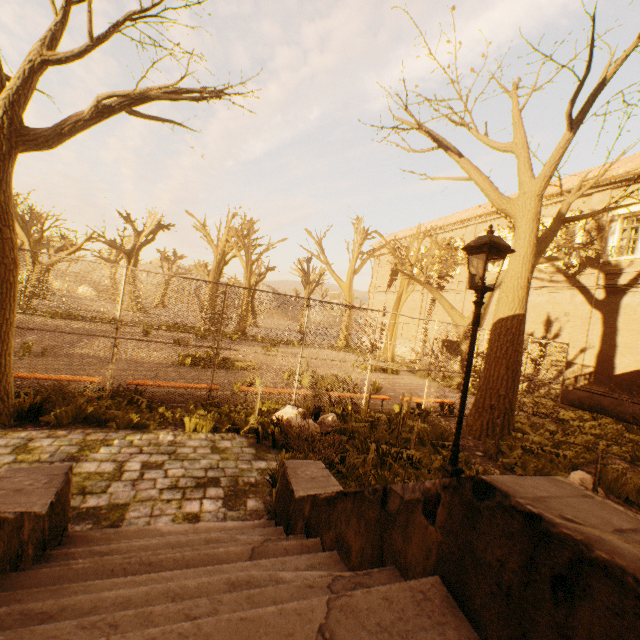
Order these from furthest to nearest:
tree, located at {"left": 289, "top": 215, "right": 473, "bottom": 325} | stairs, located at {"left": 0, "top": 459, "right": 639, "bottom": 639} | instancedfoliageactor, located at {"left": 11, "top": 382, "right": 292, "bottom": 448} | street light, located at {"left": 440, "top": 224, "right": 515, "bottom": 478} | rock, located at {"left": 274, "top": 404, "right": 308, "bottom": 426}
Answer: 1. tree, located at {"left": 289, "top": 215, "right": 473, "bottom": 325}
2. rock, located at {"left": 274, "top": 404, "right": 308, "bottom": 426}
3. instancedfoliageactor, located at {"left": 11, "top": 382, "right": 292, "bottom": 448}
4. street light, located at {"left": 440, "top": 224, "right": 515, "bottom": 478}
5. stairs, located at {"left": 0, "top": 459, "right": 639, "bottom": 639}

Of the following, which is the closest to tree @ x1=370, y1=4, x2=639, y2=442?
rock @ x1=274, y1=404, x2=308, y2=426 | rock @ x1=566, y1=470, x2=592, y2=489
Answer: rock @ x1=566, y1=470, x2=592, y2=489

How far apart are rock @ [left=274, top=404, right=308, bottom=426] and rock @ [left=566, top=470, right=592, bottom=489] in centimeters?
434cm

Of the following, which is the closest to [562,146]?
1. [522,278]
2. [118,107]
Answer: [522,278]

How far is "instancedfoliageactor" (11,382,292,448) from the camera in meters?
5.6

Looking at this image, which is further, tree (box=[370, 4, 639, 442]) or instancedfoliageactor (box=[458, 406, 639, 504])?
tree (box=[370, 4, 639, 442])

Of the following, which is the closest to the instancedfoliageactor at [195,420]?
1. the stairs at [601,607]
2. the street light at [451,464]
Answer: the stairs at [601,607]

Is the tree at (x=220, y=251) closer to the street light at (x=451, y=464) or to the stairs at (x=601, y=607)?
the stairs at (x=601, y=607)
